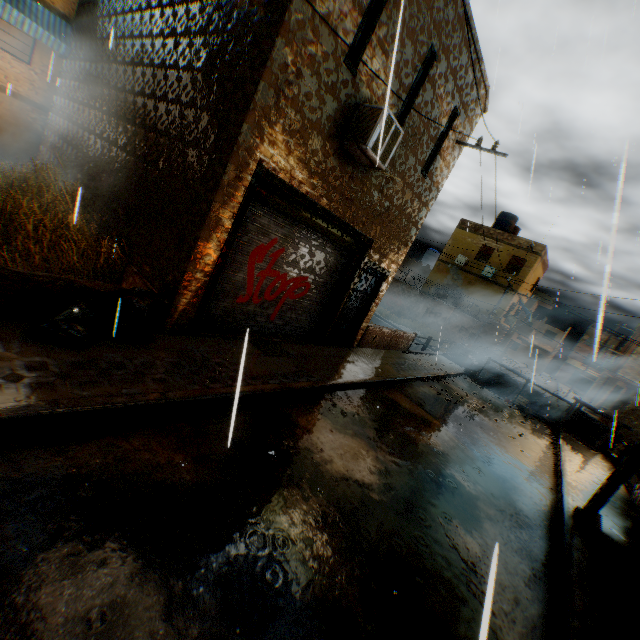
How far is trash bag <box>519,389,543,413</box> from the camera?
16.7m

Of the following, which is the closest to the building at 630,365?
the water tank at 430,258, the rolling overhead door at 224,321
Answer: the rolling overhead door at 224,321

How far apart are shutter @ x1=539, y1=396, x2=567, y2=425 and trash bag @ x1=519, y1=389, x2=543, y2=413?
0.0 meters

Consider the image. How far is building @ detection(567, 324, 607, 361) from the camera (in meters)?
1.37

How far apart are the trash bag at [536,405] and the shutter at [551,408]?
0.0m

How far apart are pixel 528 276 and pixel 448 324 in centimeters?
718cm

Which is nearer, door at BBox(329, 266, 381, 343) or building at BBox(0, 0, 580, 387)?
building at BBox(0, 0, 580, 387)

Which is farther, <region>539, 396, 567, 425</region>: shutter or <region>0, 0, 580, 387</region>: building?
<region>539, 396, 567, 425</region>: shutter
